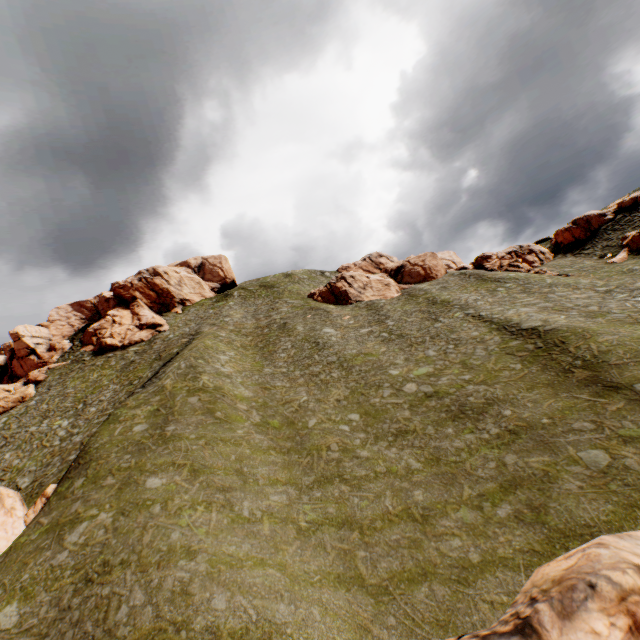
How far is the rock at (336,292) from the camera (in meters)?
55.78

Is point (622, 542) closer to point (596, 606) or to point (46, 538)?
point (596, 606)

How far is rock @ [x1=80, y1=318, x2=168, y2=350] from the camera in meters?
56.0

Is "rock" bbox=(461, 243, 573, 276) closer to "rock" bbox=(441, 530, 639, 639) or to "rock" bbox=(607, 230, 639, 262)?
"rock" bbox=(607, 230, 639, 262)

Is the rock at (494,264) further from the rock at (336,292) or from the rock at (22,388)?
the rock at (22,388)

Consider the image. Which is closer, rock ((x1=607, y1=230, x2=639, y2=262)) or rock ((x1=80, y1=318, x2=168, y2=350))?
rock ((x1=607, y1=230, x2=639, y2=262))

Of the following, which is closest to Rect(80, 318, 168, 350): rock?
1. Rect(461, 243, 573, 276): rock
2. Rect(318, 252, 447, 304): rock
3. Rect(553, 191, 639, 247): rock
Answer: Rect(553, 191, 639, 247): rock
